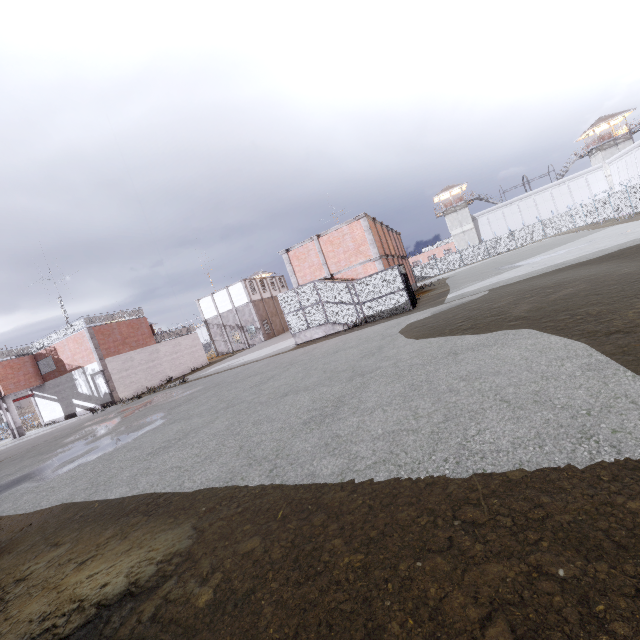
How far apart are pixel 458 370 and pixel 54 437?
24.6 meters

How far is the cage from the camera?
19.8 meters

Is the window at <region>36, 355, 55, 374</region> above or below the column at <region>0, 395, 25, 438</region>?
above

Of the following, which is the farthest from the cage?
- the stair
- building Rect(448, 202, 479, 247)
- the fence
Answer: building Rect(448, 202, 479, 247)

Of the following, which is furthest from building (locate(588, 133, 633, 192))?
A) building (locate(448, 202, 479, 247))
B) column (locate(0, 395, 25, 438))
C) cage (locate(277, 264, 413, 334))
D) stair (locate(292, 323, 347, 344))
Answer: column (locate(0, 395, 25, 438))

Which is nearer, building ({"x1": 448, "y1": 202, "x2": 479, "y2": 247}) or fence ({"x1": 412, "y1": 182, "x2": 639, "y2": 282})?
fence ({"x1": 412, "y1": 182, "x2": 639, "y2": 282})

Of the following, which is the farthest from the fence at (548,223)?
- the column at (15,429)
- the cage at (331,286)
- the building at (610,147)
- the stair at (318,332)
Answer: the stair at (318,332)

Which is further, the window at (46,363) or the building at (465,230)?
Answer: the building at (465,230)
